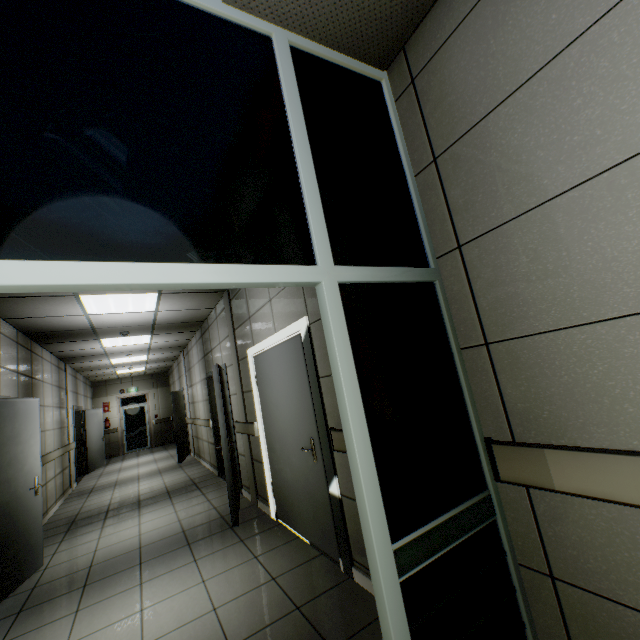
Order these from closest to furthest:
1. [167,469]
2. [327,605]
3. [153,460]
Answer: [327,605]
[167,469]
[153,460]

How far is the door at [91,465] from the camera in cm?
1020

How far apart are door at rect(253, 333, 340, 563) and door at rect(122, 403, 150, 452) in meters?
13.0

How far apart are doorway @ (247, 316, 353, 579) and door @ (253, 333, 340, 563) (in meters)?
0.02

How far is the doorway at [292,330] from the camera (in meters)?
2.66

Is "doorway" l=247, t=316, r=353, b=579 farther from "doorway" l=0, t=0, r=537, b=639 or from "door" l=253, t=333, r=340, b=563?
"doorway" l=0, t=0, r=537, b=639

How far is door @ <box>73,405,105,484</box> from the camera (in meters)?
10.20

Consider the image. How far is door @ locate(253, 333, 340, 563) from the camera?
2.9m
